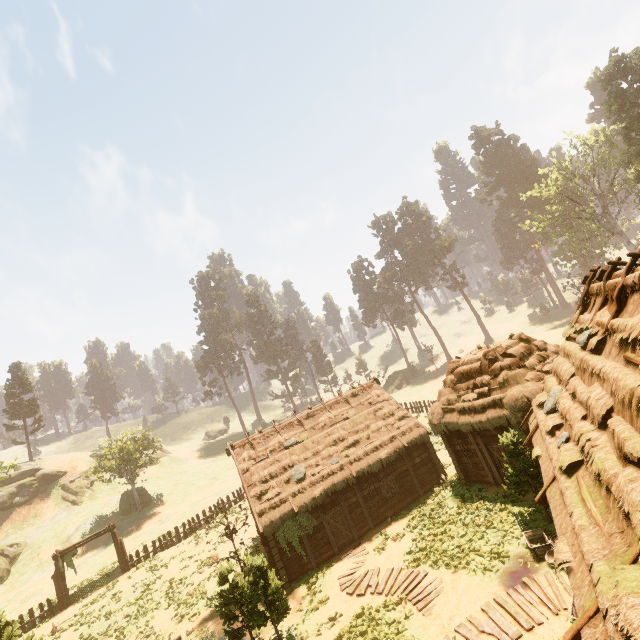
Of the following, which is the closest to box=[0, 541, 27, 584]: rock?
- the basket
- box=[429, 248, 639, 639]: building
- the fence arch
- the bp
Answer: the fence arch

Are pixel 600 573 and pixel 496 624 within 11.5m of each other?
yes

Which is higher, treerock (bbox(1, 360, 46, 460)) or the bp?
treerock (bbox(1, 360, 46, 460))

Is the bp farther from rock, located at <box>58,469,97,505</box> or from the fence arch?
rock, located at <box>58,469,97,505</box>

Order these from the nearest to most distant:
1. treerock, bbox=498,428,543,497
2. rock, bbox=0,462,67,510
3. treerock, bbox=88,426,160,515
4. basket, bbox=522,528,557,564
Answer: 1. basket, bbox=522,528,557,564
2. treerock, bbox=498,428,543,497
3. treerock, bbox=88,426,160,515
4. rock, bbox=0,462,67,510

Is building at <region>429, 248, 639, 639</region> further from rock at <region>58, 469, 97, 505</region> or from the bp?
rock at <region>58, 469, 97, 505</region>

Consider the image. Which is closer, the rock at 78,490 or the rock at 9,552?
the rock at 9,552

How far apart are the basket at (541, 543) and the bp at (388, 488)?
9.61m
